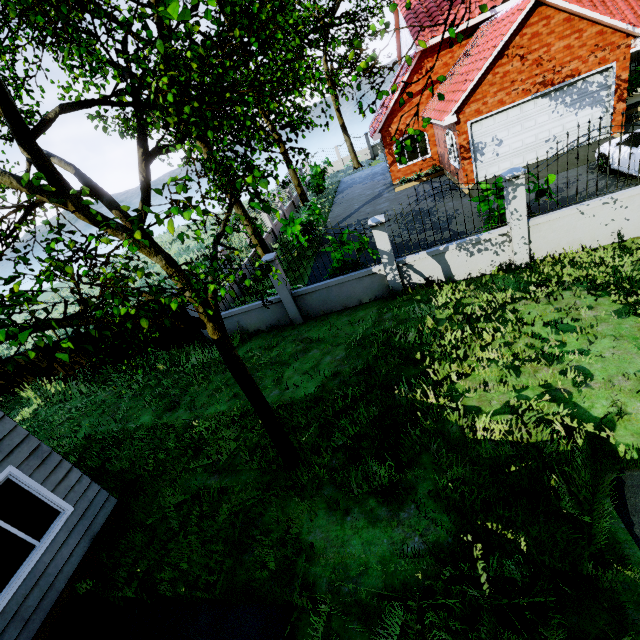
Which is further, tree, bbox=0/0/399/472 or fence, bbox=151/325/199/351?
fence, bbox=151/325/199/351

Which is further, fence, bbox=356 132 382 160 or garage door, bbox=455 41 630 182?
fence, bbox=356 132 382 160

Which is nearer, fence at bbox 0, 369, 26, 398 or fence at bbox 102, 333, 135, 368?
fence at bbox 102, 333, 135, 368

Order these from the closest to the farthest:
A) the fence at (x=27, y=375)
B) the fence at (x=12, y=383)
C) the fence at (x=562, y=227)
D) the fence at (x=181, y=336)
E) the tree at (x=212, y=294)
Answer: the tree at (x=212, y=294) < the fence at (x=562, y=227) < the fence at (x=181, y=336) < the fence at (x=27, y=375) < the fence at (x=12, y=383)

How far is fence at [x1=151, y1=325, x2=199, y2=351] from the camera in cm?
1146

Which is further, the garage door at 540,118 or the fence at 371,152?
the fence at 371,152

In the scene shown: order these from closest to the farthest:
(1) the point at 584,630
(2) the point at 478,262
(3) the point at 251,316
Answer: (1) the point at 584,630 < (2) the point at 478,262 < (3) the point at 251,316

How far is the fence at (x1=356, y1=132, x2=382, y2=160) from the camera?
33.28m
